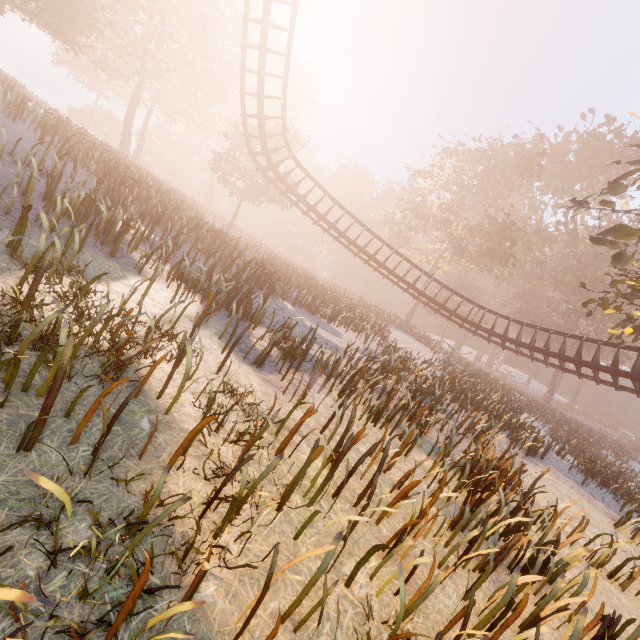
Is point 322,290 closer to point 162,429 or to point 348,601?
point 162,429

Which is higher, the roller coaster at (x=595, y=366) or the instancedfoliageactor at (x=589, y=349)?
the instancedfoliageactor at (x=589, y=349)

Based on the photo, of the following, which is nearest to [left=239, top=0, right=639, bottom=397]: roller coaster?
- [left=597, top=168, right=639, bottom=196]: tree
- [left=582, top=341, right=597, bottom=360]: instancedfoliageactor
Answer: [left=597, top=168, right=639, bottom=196]: tree

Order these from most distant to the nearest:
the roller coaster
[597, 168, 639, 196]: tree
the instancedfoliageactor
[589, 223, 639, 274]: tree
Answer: the instancedfoliageactor → the roller coaster → [597, 168, 639, 196]: tree → [589, 223, 639, 274]: tree

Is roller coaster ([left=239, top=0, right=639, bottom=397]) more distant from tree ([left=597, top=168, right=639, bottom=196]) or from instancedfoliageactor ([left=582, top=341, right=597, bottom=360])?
instancedfoliageactor ([left=582, top=341, right=597, bottom=360])

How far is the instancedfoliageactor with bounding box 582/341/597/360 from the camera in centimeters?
4200cm

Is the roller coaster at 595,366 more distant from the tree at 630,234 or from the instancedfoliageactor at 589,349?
the instancedfoliageactor at 589,349
